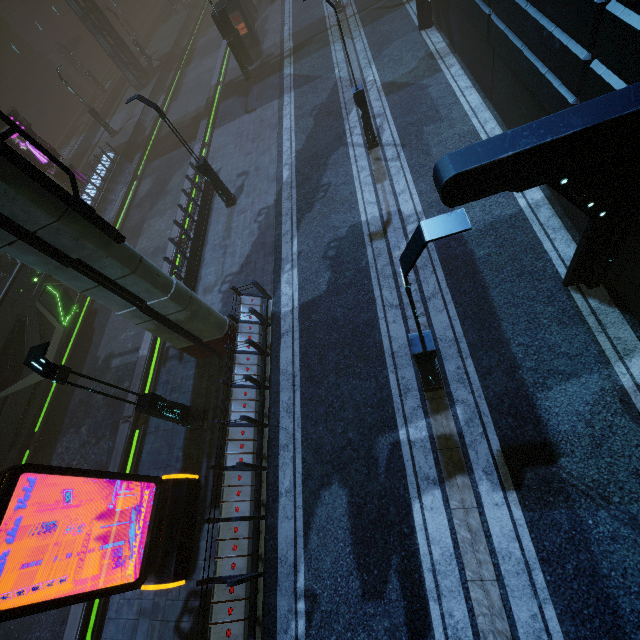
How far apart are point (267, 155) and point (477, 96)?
10.5m

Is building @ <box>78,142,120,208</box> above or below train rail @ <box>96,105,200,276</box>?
above

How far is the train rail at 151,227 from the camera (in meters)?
19.48

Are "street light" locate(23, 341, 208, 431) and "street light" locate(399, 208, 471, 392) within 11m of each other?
yes

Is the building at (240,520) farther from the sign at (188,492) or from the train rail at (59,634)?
the sign at (188,492)

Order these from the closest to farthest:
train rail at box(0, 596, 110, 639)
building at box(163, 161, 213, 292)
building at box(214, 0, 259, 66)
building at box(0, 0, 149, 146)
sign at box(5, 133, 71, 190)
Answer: train rail at box(0, 596, 110, 639)
building at box(163, 161, 213, 292)
sign at box(5, 133, 71, 190)
building at box(214, 0, 259, 66)
building at box(0, 0, 149, 146)

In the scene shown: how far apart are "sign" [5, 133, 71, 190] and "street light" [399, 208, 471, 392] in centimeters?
2846cm

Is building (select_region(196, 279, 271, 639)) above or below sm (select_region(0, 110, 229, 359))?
below
